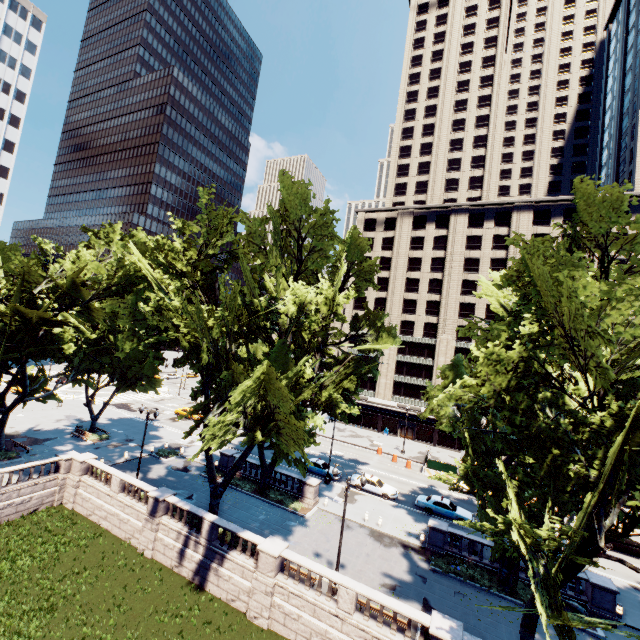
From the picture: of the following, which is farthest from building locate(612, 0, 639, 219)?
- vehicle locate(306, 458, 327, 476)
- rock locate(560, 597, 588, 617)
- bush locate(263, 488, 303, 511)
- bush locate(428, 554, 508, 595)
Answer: bush locate(263, 488, 303, 511)

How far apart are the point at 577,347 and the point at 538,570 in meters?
13.9

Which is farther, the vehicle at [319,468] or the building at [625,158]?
the building at [625,158]

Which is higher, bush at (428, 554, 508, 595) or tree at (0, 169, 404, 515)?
tree at (0, 169, 404, 515)

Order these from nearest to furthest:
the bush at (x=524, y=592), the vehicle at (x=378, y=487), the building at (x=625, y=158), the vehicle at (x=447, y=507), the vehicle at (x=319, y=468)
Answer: the bush at (x=524, y=592) → the vehicle at (x=447, y=507) → the vehicle at (x=378, y=487) → the vehicle at (x=319, y=468) → the building at (x=625, y=158)

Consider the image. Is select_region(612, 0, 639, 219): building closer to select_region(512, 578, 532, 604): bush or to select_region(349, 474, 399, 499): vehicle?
select_region(349, 474, 399, 499): vehicle

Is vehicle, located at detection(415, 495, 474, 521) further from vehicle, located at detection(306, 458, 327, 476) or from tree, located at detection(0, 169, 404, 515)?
vehicle, located at detection(306, 458, 327, 476)

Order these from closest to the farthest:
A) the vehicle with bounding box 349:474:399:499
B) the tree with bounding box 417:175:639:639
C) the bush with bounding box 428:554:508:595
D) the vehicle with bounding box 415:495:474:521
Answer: the tree with bounding box 417:175:639:639 < the bush with bounding box 428:554:508:595 < the vehicle with bounding box 415:495:474:521 < the vehicle with bounding box 349:474:399:499
